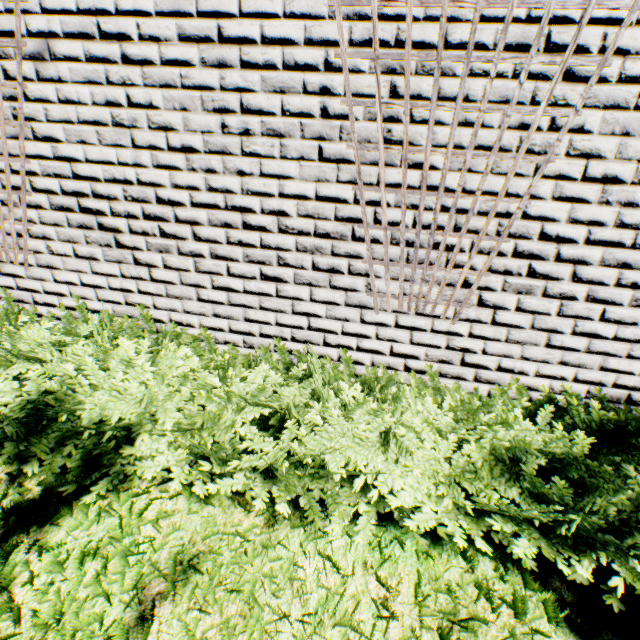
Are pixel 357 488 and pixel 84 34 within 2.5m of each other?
no

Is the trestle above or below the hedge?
above

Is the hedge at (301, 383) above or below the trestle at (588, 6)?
below
